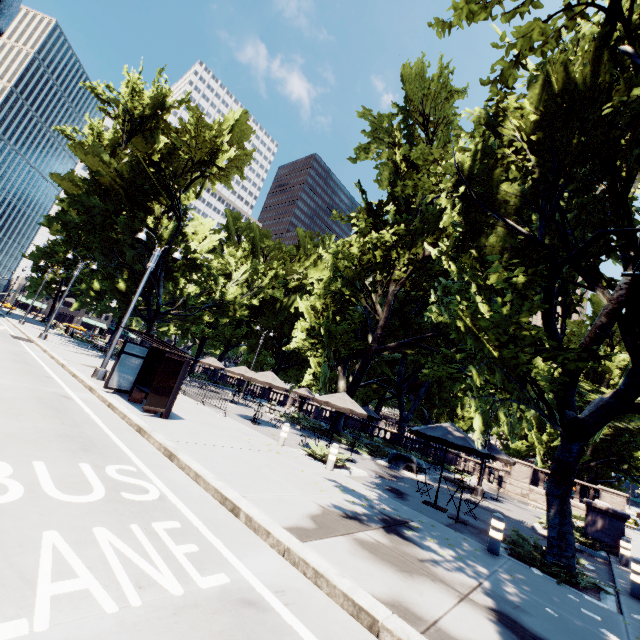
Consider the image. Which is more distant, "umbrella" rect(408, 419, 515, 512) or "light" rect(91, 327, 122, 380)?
"light" rect(91, 327, 122, 380)

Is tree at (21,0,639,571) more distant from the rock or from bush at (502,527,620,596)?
the rock

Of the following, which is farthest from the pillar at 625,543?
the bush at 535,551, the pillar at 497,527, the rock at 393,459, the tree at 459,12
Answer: the rock at 393,459

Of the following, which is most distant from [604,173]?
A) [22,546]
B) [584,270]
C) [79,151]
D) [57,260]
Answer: [57,260]

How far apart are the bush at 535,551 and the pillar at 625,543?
5.12m

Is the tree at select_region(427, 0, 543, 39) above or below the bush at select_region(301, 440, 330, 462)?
above

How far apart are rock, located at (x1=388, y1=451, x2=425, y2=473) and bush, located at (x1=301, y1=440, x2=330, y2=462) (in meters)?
5.94

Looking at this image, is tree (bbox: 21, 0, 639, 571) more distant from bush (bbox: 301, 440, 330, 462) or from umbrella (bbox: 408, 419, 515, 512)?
bush (bbox: 301, 440, 330, 462)
